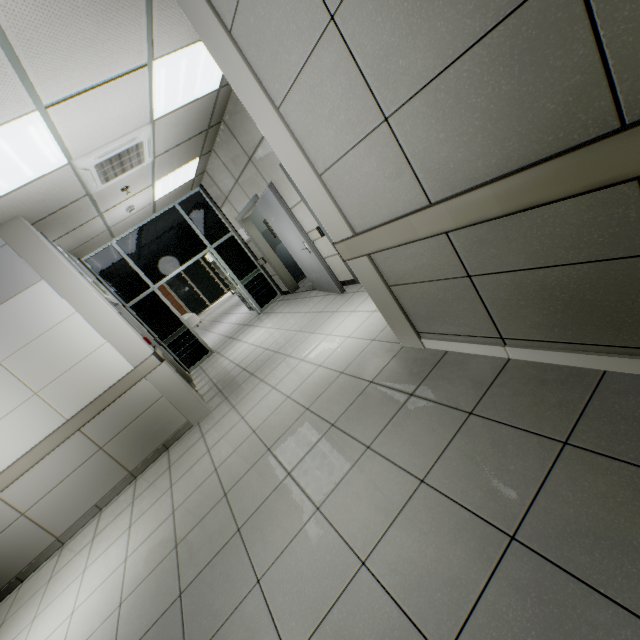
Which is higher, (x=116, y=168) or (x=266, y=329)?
(x=116, y=168)

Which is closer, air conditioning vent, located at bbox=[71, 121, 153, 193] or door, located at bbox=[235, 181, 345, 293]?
air conditioning vent, located at bbox=[71, 121, 153, 193]

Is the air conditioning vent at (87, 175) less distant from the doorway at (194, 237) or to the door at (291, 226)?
the door at (291, 226)

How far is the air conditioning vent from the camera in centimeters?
356cm

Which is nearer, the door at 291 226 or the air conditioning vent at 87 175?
the air conditioning vent at 87 175

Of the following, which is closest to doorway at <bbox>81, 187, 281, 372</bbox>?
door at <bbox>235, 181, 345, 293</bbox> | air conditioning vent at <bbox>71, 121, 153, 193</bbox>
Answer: door at <bbox>235, 181, 345, 293</bbox>
